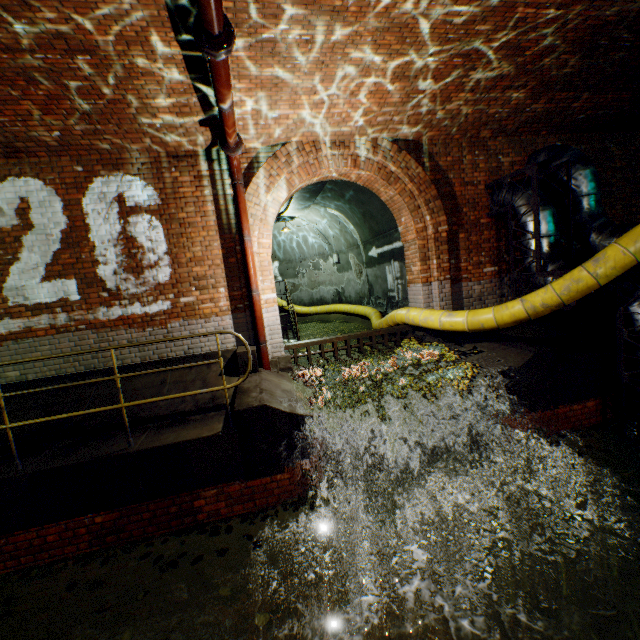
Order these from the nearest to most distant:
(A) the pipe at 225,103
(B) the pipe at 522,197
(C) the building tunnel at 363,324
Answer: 1. (A) the pipe at 225,103
2. (B) the pipe at 522,197
3. (C) the building tunnel at 363,324

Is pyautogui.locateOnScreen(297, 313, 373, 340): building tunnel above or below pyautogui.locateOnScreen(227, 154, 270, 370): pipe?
below

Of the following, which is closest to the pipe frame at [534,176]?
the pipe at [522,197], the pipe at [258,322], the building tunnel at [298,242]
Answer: the pipe at [522,197]

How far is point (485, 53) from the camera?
4.7 meters

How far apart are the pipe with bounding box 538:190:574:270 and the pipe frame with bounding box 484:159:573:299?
0.0m

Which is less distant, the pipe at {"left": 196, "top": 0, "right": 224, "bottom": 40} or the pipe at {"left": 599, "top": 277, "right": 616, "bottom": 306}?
the pipe at {"left": 196, "top": 0, "right": 224, "bottom": 40}

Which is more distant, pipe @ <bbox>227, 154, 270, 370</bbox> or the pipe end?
pipe @ <bbox>227, 154, 270, 370</bbox>

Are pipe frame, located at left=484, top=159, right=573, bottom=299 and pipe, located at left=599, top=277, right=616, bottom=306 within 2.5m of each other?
yes
